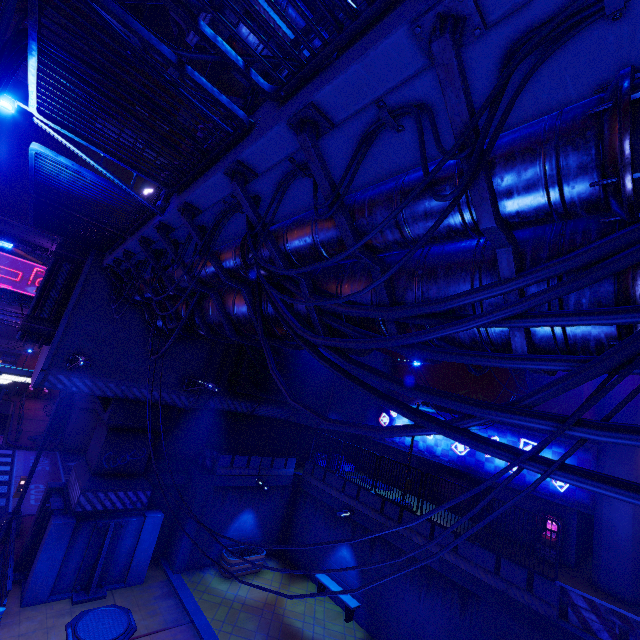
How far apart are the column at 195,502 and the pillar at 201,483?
0.02m

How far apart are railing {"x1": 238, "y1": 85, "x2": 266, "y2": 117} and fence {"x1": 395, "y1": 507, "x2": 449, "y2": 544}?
14.2m

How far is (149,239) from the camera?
8.1 meters

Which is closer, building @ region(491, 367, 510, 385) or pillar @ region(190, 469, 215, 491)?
pillar @ region(190, 469, 215, 491)

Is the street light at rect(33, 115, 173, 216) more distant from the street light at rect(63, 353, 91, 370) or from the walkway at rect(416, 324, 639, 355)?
the street light at rect(63, 353, 91, 370)

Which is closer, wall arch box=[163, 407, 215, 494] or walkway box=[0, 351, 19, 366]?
wall arch box=[163, 407, 215, 494]

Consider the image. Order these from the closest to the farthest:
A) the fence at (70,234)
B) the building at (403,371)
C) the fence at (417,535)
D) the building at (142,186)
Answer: the fence at (70,234) → the fence at (417,535) → the building at (403,371) → the building at (142,186)

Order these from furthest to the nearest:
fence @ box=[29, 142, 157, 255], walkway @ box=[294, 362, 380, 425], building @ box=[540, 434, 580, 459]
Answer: walkway @ box=[294, 362, 380, 425] → building @ box=[540, 434, 580, 459] → fence @ box=[29, 142, 157, 255]
